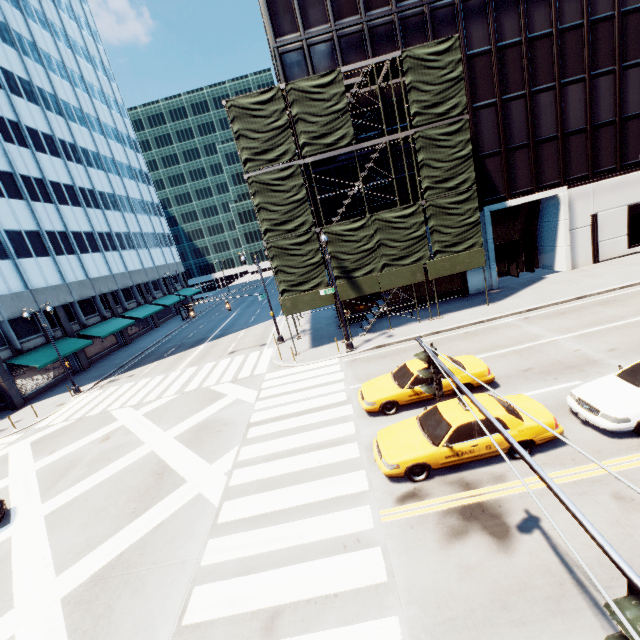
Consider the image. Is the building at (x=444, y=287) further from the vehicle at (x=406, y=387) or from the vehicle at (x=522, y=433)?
the vehicle at (x=522, y=433)

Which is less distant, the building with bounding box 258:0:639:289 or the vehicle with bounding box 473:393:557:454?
the vehicle with bounding box 473:393:557:454

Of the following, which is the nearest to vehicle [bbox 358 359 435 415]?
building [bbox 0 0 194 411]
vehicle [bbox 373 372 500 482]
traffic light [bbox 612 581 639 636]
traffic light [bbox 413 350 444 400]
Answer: vehicle [bbox 373 372 500 482]

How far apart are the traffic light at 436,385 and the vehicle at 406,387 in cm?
713

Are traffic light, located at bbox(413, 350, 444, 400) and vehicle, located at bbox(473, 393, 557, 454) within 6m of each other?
yes

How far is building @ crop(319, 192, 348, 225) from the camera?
23.1 meters

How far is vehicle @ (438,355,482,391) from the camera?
12.3m

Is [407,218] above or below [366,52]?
below
